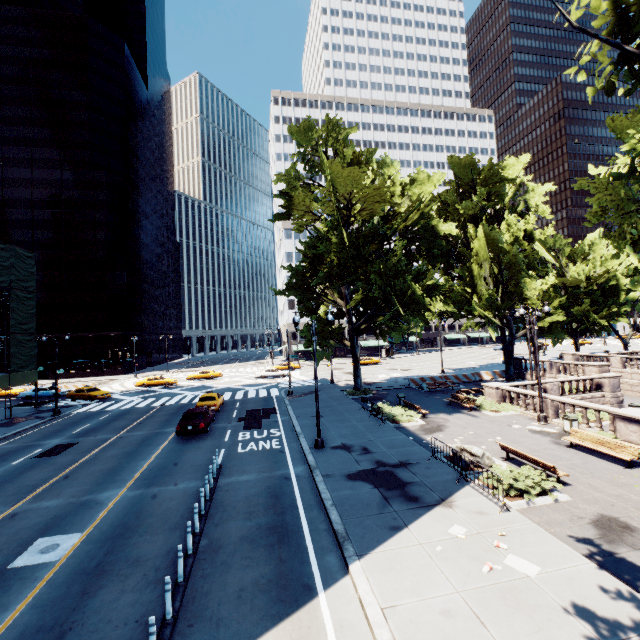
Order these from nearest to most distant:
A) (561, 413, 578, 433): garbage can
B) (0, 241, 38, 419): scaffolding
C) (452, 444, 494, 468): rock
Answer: (452, 444, 494, 468): rock < (561, 413, 578, 433): garbage can < (0, 241, 38, 419): scaffolding

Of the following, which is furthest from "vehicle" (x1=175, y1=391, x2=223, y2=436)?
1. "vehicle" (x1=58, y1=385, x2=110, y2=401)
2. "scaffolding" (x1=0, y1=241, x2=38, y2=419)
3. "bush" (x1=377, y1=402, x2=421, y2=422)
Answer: "vehicle" (x1=58, y1=385, x2=110, y2=401)

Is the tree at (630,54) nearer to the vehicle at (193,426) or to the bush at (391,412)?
the bush at (391,412)

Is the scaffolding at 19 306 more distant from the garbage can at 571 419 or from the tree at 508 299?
the garbage can at 571 419

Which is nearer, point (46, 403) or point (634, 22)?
point (634, 22)

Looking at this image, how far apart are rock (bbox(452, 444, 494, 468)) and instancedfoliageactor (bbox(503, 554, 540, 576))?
5.6m

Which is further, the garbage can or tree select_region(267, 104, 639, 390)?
tree select_region(267, 104, 639, 390)

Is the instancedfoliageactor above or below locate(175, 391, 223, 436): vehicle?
below
